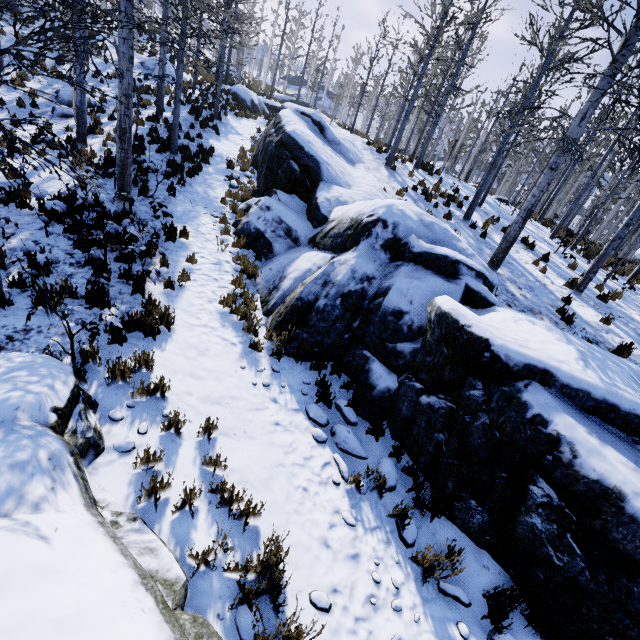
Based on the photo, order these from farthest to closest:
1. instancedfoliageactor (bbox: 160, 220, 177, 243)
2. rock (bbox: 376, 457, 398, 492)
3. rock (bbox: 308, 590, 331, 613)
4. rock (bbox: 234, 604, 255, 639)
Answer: instancedfoliageactor (bbox: 160, 220, 177, 243)
rock (bbox: 376, 457, 398, 492)
rock (bbox: 308, 590, 331, 613)
rock (bbox: 234, 604, 255, 639)

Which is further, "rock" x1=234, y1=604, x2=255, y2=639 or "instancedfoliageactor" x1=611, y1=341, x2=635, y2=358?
"instancedfoliageactor" x1=611, y1=341, x2=635, y2=358

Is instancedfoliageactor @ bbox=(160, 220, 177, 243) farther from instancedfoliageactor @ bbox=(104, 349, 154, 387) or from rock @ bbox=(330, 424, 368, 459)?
instancedfoliageactor @ bbox=(104, 349, 154, 387)

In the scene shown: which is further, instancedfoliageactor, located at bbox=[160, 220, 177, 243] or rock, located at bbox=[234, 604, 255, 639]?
instancedfoliageactor, located at bbox=[160, 220, 177, 243]

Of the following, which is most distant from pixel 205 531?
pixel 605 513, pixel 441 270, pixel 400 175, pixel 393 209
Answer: pixel 400 175

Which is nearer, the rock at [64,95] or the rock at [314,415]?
the rock at [314,415]

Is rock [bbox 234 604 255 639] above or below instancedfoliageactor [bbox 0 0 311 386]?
below

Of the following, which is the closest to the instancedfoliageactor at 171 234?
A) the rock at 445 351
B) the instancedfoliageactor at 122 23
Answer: the rock at 445 351
